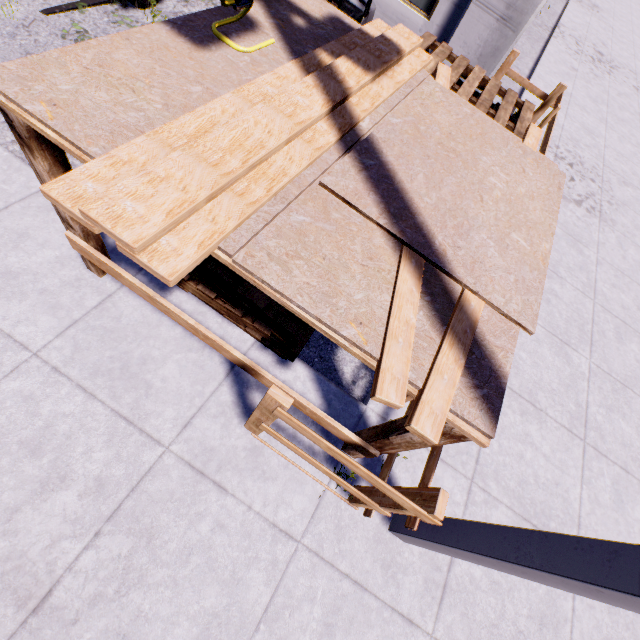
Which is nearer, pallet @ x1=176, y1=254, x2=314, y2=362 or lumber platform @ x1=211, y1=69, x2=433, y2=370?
lumber platform @ x1=211, y1=69, x2=433, y2=370

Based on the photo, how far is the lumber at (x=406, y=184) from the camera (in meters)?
1.52

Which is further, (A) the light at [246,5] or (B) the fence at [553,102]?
(B) the fence at [553,102]

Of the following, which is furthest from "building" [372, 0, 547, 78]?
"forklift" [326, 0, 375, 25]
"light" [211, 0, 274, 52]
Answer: "light" [211, 0, 274, 52]

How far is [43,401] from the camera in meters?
2.4

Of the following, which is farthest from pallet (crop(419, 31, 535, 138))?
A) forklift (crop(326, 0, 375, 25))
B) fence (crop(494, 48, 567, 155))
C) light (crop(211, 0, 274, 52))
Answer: light (crop(211, 0, 274, 52))

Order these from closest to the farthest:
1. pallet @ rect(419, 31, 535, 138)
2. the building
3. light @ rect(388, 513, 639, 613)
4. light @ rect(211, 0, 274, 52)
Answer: light @ rect(388, 513, 639, 613)
light @ rect(211, 0, 274, 52)
pallet @ rect(419, 31, 535, 138)
the building

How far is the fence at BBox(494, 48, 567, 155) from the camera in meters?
4.7 m
